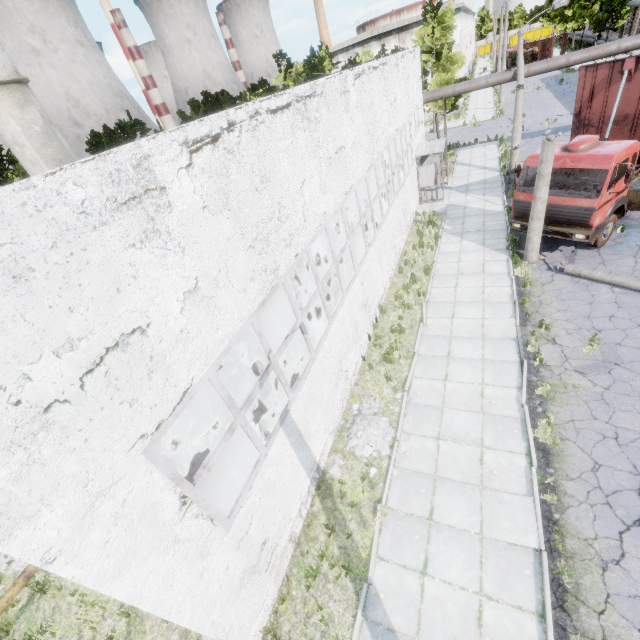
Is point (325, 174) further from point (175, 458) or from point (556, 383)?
point (175, 458)

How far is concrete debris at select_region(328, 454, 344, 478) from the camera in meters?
8.4 m

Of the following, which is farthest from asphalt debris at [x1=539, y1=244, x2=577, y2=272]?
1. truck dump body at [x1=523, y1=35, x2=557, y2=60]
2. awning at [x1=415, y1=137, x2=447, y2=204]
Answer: truck dump body at [x1=523, y1=35, x2=557, y2=60]

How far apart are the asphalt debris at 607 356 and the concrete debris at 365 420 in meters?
4.1 m

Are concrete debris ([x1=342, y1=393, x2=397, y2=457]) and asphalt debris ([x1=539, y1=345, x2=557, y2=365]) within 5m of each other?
yes

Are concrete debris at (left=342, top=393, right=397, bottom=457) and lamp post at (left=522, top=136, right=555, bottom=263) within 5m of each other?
no

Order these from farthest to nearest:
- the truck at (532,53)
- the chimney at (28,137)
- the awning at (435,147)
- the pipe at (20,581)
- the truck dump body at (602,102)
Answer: the truck at (532,53), the awning at (435,147), the chimney at (28,137), the truck dump body at (602,102), the pipe at (20,581)

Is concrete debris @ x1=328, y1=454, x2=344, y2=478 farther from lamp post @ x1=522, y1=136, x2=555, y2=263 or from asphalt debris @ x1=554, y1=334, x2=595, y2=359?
lamp post @ x1=522, y1=136, x2=555, y2=263
